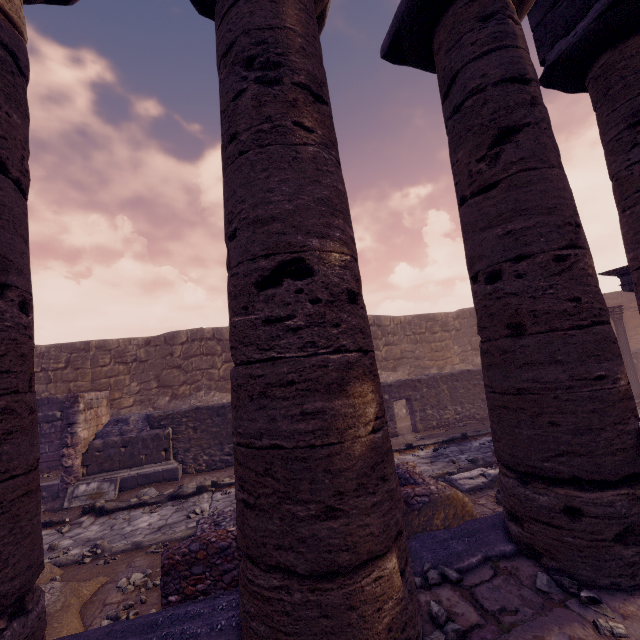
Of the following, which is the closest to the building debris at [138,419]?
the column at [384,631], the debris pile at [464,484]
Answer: the debris pile at [464,484]

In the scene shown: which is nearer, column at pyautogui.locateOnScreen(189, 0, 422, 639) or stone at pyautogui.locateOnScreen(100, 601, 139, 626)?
column at pyautogui.locateOnScreen(189, 0, 422, 639)

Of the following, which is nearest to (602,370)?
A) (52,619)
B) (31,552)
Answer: (31,552)

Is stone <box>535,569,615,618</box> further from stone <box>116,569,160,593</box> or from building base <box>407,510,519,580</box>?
stone <box>116,569,160,593</box>

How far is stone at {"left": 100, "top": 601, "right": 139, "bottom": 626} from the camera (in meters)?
3.73

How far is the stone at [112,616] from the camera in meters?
3.7

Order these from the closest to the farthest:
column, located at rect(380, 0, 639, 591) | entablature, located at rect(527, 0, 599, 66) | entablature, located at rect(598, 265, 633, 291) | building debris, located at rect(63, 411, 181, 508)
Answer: column, located at rect(380, 0, 639, 591) < entablature, located at rect(527, 0, 599, 66) < building debris, located at rect(63, 411, 181, 508) < entablature, located at rect(598, 265, 633, 291)

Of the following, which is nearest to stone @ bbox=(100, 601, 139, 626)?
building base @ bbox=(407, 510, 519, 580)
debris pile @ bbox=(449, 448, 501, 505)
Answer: building base @ bbox=(407, 510, 519, 580)
